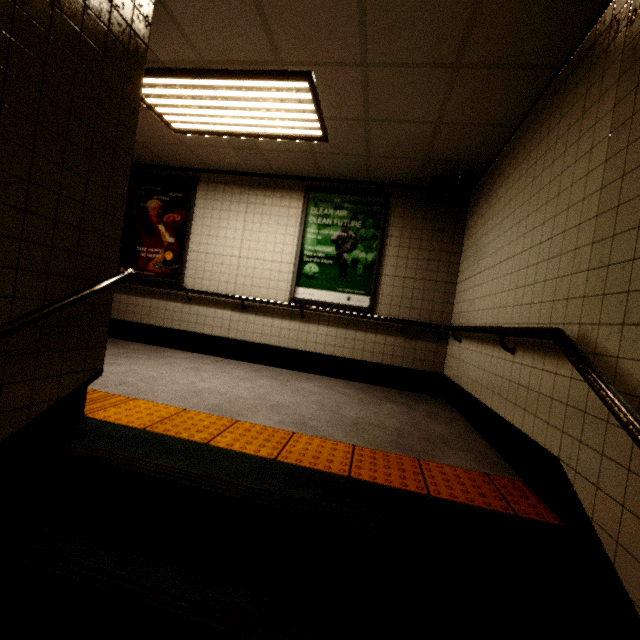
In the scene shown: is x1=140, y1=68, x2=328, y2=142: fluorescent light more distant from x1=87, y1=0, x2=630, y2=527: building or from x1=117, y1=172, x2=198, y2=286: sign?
x1=117, y1=172, x2=198, y2=286: sign

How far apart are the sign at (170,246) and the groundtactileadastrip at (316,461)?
2.6m

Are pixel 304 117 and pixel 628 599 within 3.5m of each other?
no

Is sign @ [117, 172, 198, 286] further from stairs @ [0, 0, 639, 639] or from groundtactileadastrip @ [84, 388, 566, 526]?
stairs @ [0, 0, 639, 639]

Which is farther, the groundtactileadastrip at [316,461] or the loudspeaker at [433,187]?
the loudspeaker at [433,187]

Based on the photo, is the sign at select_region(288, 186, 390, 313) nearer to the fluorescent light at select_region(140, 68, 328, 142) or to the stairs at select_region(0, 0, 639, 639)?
the fluorescent light at select_region(140, 68, 328, 142)

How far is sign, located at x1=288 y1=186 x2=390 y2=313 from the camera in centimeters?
472cm

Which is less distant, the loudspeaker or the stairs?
the stairs
